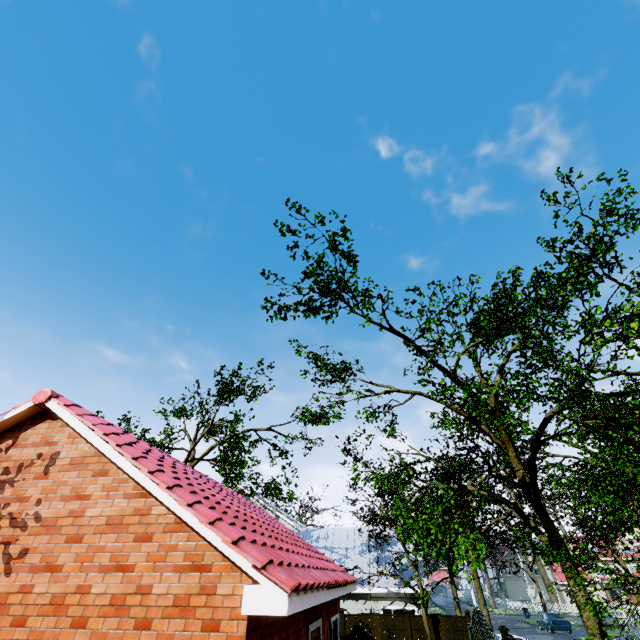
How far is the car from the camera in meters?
29.3

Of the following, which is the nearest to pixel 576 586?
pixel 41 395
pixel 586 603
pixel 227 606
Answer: pixel 586 603

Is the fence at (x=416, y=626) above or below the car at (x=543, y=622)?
above

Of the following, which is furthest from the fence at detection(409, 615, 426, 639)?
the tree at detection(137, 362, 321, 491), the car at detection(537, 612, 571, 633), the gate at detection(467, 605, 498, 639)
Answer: the car at detection(537, 612, 571, 633)

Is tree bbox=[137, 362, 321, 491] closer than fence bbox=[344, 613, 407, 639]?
No

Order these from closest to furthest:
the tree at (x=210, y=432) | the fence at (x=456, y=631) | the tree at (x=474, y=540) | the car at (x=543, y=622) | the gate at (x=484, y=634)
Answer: the tree at (x=474, y=540)
the gate at (x=484, y=634)
the fence at (x=456, y=631)
the tree at (x=210, y=432)
the car at (x=543, y=622)

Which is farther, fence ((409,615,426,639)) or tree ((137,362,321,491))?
tree ((137,362,321,491))

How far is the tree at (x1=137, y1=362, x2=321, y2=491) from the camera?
18.66m
